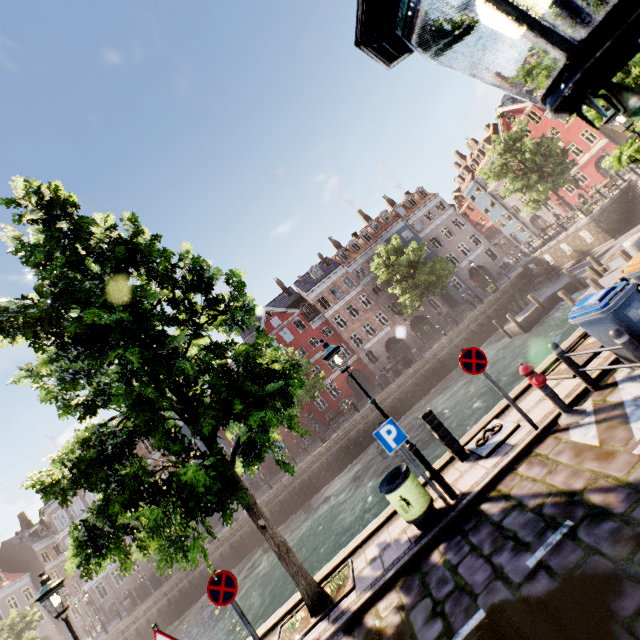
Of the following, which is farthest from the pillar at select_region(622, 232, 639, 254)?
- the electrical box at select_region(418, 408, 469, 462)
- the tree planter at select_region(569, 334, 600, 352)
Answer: the electrical box at select_region(418, 408, 469, 462)

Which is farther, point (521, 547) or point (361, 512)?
point (361, 512)

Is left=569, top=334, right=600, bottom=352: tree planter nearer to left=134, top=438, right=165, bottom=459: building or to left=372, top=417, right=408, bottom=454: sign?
left=372, top=417, right=408, bottom=454: sign

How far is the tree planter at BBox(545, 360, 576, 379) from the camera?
6.8m

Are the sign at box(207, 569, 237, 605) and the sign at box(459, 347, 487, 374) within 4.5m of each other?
no

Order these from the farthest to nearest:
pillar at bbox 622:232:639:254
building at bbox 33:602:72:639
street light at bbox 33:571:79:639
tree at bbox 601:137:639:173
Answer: building at bbox 33:602:72:639, tree at bbox 601:137:639:173, pillar at bbox 622:232:639:254, street light at bbox 33:571:79:639

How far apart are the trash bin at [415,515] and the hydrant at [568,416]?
2.7m

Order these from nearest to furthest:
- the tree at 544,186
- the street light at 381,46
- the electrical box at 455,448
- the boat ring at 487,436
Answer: the street light at 381,46 → the boat ring at 487,436 → the electrical box at 455,448 → the tree at 544,186
